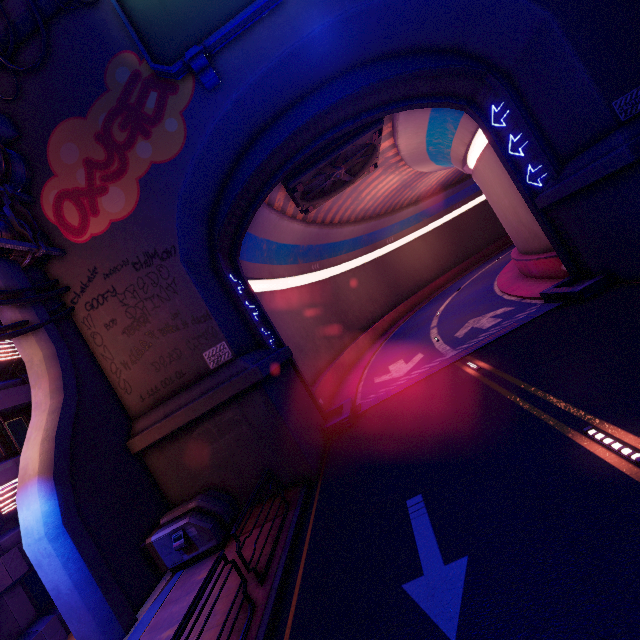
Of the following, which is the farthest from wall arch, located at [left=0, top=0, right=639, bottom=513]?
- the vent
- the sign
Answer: the vent

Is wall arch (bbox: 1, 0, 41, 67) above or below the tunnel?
above

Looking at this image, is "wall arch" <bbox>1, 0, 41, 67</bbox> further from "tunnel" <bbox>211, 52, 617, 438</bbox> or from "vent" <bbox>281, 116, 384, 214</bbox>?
"vent" <bbox>281, 116, 384, 214</bbox>

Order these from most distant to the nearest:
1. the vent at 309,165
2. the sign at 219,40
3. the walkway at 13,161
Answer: the vent at 309,165
the walkway at 13,161
the sign at 219,40

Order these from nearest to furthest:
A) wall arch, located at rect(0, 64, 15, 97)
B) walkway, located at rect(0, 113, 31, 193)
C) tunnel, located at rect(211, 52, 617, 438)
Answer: walkway, located at rect(0, 113, 31, 193) → wall arch, located at rect(0, 64, 15, 97) → tunnel, located at rect(211, 52, 617, 438)

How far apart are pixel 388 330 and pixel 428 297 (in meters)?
11.27

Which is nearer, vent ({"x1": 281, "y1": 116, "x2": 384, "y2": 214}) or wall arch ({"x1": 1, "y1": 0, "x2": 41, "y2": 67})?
wall arch ({"x1": 1, "y1": 0, "x2": 41, "y2": 67})

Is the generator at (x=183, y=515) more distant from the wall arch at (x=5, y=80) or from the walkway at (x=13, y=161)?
the walkway at (x=13, y=161)
